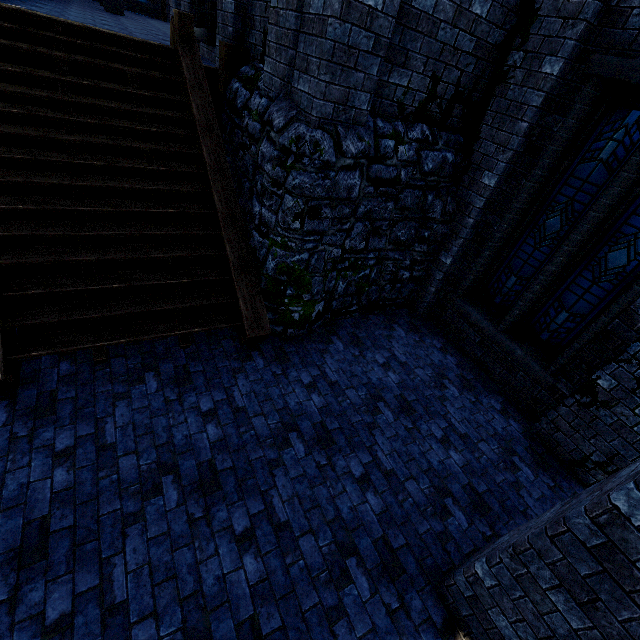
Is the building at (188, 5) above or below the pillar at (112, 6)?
above

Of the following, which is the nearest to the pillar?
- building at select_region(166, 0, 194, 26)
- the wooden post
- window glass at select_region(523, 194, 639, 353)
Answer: building at select_region(166, 0, 194, 26)

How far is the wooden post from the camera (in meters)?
5.89

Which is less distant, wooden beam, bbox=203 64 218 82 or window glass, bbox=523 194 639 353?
window glass, bbox=523 194 639 353

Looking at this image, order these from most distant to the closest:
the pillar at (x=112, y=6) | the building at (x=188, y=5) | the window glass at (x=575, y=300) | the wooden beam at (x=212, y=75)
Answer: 1. the pillar at (x=112, y=6)
2. the building at (x=188, y=5)
3. the wooden beam at (x=212, y=75)
4. the window glass at (x=575, y=300)

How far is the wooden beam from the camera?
6.52m

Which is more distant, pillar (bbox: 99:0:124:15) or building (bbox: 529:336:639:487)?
pillar (bbox: 99:0:124:15)

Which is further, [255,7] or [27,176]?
[255,7]
